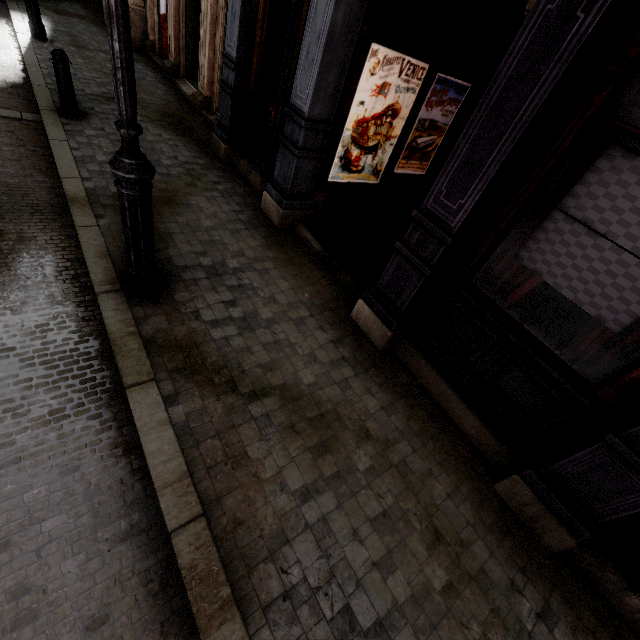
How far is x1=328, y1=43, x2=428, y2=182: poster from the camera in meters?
4.6

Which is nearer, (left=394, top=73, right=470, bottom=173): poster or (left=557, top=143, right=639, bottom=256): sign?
(left=557, top=143, right=639, bottom=256): sign

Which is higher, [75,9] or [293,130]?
[293,130]

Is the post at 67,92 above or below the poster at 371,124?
below

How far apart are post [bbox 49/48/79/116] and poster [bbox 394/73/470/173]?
6.00m

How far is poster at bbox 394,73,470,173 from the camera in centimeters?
546cm

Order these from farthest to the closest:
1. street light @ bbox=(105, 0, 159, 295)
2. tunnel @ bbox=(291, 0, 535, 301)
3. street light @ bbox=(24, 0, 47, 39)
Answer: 1. street light @ bbox=(24, 0, 47, 39)
2. tunnel @ bbox=(291, 0, 535, 301)
3. street light @ bbox=(105, 0, 159, 295)

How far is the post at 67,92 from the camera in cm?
541
